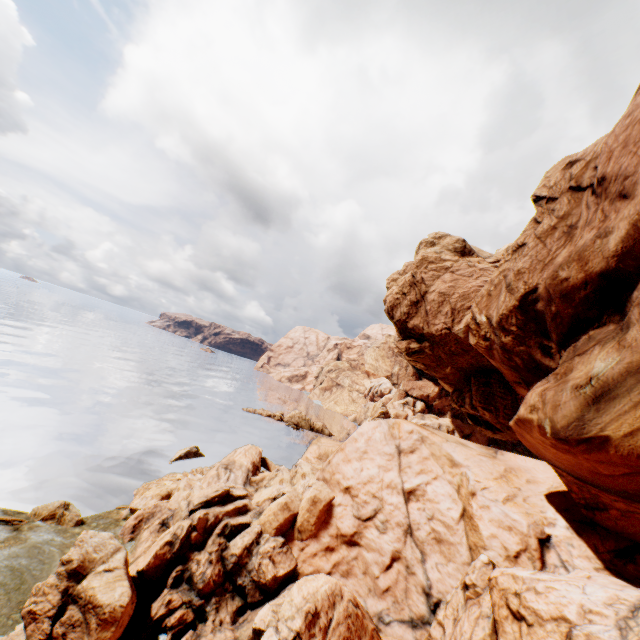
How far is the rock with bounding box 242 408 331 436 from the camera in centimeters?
5756cm

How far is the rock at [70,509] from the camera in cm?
1675

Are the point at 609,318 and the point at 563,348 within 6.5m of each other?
yes

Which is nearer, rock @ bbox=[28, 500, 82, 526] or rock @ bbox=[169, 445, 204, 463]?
rock @ bbox=[28, 500, 82, 526]

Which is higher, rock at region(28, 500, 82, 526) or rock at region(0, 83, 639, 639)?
rock at region(0, 83, 639, 639)

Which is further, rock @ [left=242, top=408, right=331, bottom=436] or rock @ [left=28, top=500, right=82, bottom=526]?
rock @ [left=242, top=408, right=331, bottom=436]

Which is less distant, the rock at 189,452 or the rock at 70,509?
the rock at 70,509

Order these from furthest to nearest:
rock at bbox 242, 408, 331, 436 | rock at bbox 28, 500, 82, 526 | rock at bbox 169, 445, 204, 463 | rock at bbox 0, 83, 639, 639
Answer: rock at bbox 242, 408, 331, 436 → rock at bbox 169, 445, 204, 463 → rock at bbox 28, 500, 82, 526 → rock at bbox 0, 83, 639, 639
